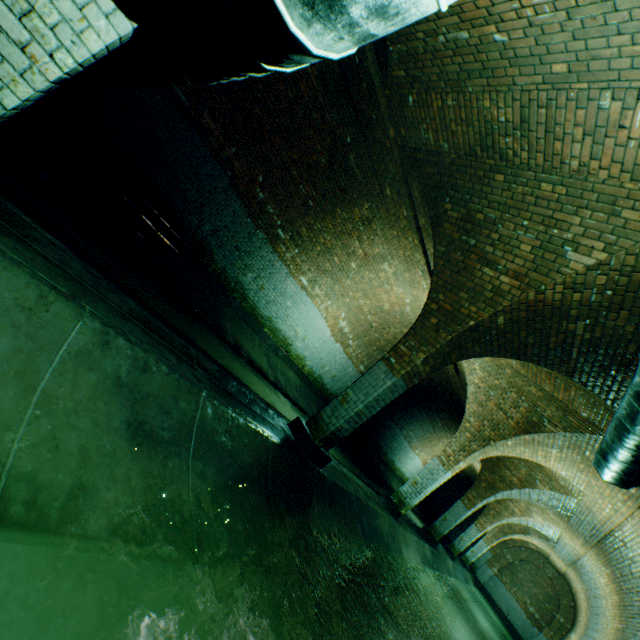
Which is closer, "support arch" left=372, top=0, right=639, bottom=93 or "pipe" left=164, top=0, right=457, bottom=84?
"pipe" left=164, top=0, right=457, bottom=84

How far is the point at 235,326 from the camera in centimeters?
838cm

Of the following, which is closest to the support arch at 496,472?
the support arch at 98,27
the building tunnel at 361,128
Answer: the building tunnel at 361,128

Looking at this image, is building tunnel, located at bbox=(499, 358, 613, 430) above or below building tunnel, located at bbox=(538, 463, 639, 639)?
above

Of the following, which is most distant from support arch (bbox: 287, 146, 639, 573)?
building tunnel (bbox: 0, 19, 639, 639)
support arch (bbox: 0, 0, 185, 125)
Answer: support arch (bbox: 0, 0, 185, 125)

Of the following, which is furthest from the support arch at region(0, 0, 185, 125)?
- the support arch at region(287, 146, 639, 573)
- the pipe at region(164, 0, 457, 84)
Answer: the support arch at region(287, 146, 639, 573)

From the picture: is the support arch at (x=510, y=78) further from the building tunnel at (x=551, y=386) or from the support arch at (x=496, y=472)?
the support arch at (x=496, y=472)
